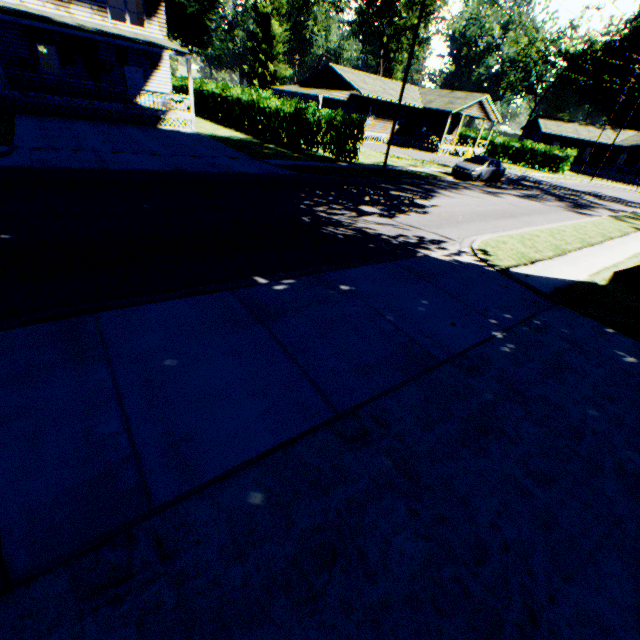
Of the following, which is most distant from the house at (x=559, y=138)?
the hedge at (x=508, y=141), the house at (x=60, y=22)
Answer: the house at (x=60, y=22)

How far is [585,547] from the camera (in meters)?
3.08

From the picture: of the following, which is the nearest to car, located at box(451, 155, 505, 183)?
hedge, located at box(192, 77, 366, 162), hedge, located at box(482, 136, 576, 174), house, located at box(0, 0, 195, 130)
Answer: hedge, located at box(192, 77, 366, 162)

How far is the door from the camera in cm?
2373

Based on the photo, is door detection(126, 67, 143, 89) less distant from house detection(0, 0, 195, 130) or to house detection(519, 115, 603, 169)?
house detection(0, 0, 195, 130)

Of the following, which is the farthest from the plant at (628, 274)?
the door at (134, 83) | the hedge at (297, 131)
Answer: the door at (134, 83)

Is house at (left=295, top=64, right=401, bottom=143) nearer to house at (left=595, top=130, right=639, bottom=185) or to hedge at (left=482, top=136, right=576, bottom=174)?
hedge at (left=482, top=136, right=576, bottom=174)

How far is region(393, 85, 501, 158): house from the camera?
37.7 meters
